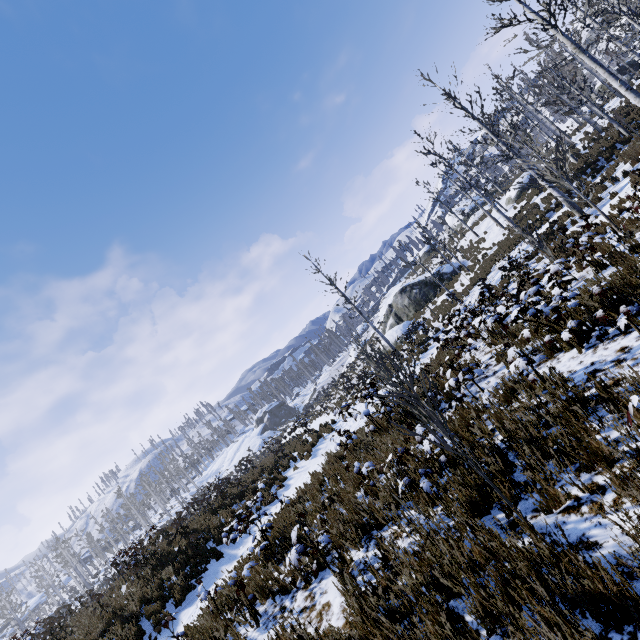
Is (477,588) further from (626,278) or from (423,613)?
(626,278)

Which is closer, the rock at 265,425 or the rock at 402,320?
the rock at 402,320

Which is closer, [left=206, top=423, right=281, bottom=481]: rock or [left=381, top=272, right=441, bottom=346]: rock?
[left=381, top=272, right=441, bottom=346]: rock

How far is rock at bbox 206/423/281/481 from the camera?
49.8m

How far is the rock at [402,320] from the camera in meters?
26.8 m

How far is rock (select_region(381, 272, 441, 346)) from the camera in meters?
26.8 m
